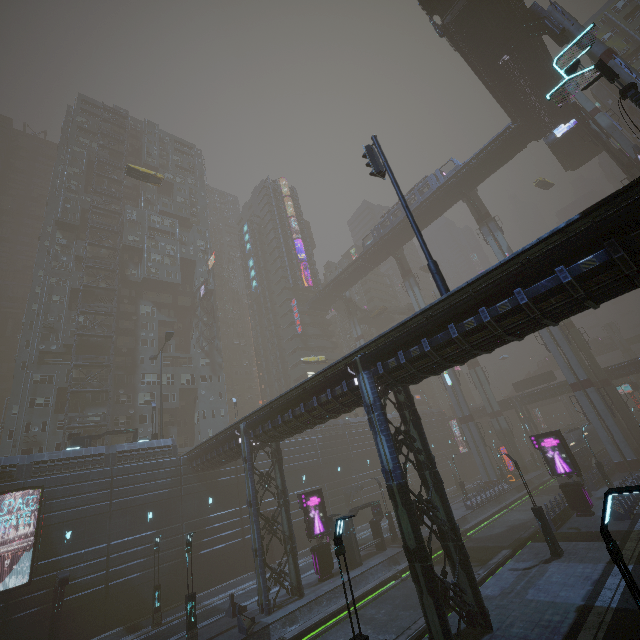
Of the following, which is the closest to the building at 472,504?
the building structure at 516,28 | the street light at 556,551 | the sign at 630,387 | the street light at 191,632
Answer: the sign at 630,387

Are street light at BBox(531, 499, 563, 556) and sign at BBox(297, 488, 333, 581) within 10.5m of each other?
no

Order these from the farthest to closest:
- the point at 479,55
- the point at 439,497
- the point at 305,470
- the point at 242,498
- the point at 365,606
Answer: the point at 305,470 < the point at 242,498 < the point at 479,55 < the point at 365,606 < the point at 439,497

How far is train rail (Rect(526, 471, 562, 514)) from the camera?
36.0m

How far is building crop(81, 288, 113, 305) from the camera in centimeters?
4806cm

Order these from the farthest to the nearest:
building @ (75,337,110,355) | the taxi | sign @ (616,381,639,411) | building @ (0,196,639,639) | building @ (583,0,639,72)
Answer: sign @ (616,381,639,411) < building @ (583,0,639,72) < building @ (75,337,110,355) < the taxi < building @ (0,196,639,639)

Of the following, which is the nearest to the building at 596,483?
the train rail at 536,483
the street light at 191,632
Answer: the train rail at 536,483
